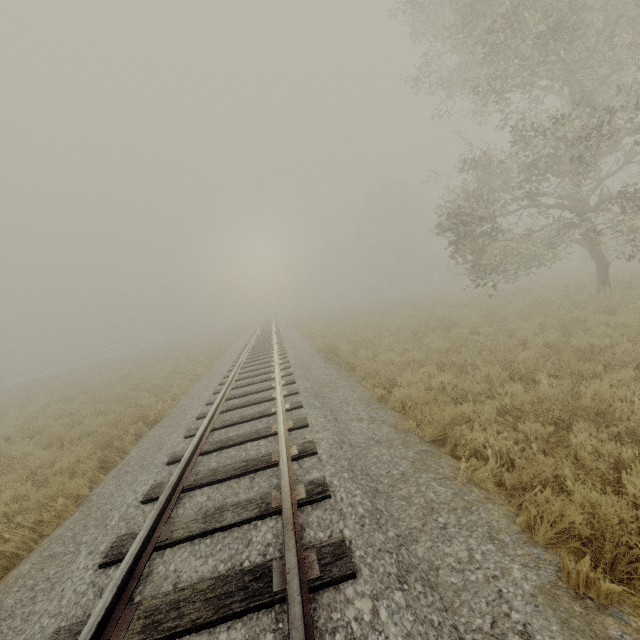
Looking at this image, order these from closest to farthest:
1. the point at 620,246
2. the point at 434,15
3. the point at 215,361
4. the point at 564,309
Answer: the point at 620,246 → the point at 564,309 → the point at 434,15 → the point at 215,361
